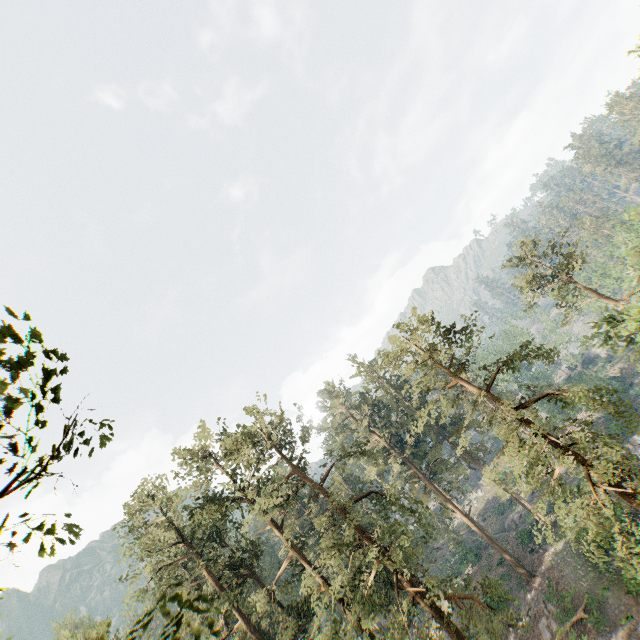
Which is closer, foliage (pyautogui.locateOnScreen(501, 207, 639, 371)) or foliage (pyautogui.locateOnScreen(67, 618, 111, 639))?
foliage (pyautogui.locateOnScreen(67, 618, 111, 639))

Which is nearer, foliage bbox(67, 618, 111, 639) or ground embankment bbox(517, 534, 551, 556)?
foliage bbox(67, 618, 111, 639)

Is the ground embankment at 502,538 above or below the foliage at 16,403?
below

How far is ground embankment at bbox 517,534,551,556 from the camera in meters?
36.7 m

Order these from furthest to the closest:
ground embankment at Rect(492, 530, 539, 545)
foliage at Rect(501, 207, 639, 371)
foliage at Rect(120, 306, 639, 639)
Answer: ground embankment at Rect(492, 530, 539, 545) < foliage at Rect(501, 207, 639, 371) < foliage at Rect(120, 306, 639, 639)

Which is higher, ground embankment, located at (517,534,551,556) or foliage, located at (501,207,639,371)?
foliage, located at (501,207,639,371)

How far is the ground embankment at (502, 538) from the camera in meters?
39.9 m

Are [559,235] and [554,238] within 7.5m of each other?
yes
